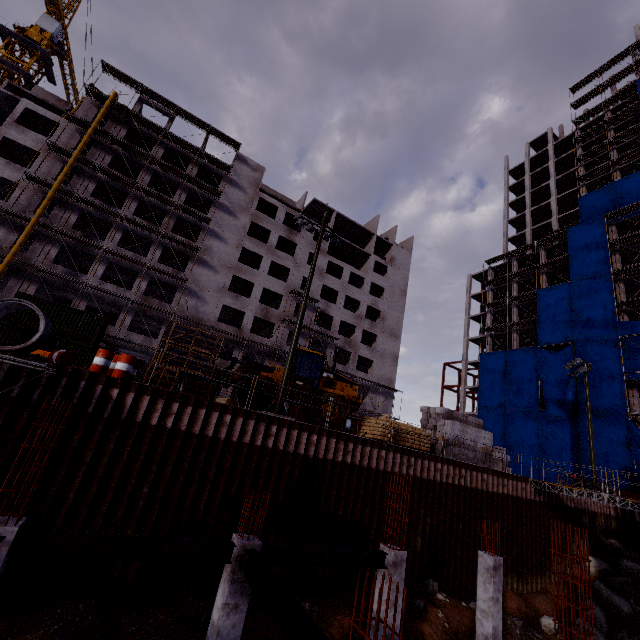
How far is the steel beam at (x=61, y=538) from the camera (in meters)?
6.25

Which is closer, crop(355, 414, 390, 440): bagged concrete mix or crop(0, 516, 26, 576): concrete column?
crop(0, 516, 26, 576): concrete column

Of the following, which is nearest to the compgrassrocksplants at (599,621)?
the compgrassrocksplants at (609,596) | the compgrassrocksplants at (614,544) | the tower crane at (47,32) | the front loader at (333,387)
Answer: the compgrassrocksplants at (609,596)

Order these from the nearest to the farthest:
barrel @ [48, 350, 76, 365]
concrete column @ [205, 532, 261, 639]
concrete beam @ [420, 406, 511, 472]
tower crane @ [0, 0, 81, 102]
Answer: concrete column @ [205, 532, 261, 639], barrel @ [48, 350, 76, 365], concrete beam @ [420, 406, 511, 472], tower crane @ [0, 0, 81, 102]

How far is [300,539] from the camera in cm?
1309

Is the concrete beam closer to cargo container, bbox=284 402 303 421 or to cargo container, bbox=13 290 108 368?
cargo container, bbox=284 402 303 421

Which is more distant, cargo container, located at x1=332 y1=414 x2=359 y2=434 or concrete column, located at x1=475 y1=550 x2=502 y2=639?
cargo container, located at x1=332 y1=414 x2=359 y2=434

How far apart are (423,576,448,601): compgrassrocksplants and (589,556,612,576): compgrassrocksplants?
14.69m
